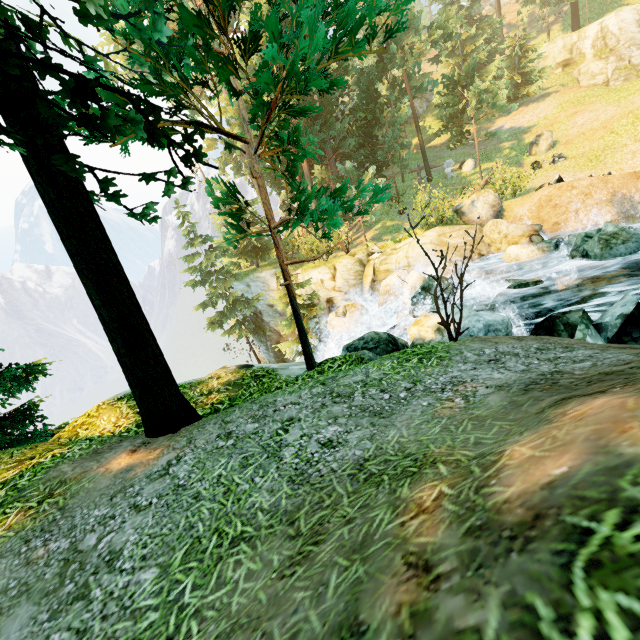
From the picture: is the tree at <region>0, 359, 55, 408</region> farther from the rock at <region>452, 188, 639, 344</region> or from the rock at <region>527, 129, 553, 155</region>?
the rock at <region>452, 188, 639, 344</region>

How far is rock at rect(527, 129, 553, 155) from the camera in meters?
23.5 m

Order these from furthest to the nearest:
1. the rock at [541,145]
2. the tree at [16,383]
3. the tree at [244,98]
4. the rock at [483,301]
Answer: the rock at [541,145] < the tree at [16,383] < the rock at [483,301] < the tree at [244,98]

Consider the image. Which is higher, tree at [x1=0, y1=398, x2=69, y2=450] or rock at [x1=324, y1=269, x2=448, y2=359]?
tree at [x1=0, y1=398, x2=69, y2=450]

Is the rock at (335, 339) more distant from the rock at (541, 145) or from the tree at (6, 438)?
the rock at (541, 145)

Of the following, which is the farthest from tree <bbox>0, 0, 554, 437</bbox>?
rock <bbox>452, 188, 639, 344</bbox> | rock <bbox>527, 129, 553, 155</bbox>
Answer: rock <bbox>452, 188, 639, 344</bbox>

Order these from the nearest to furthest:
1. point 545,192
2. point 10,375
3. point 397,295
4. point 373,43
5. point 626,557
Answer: point 626,557 < point 10,375 < point 545,192 < point 397,295 < point 373,43

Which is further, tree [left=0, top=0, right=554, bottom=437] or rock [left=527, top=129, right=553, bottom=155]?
rock [left=527, top=129, right=553, bottom=155]
